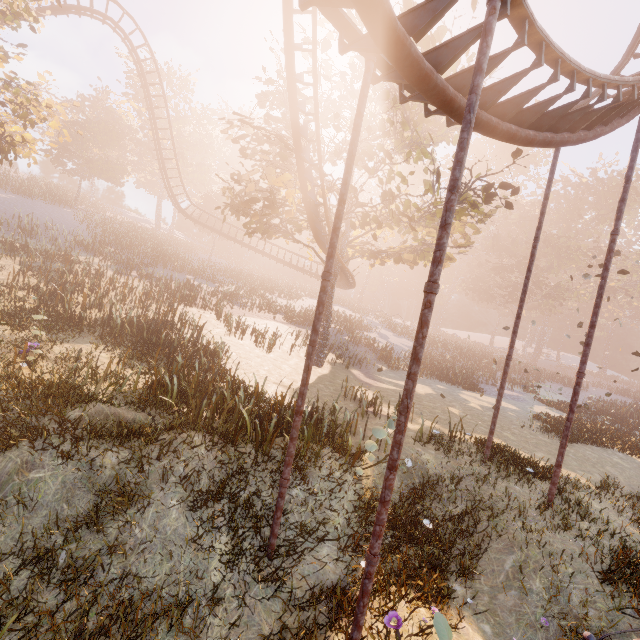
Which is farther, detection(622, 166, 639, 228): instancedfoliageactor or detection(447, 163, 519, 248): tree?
detection(622, 166, 639, 228): instancedfoliageactor

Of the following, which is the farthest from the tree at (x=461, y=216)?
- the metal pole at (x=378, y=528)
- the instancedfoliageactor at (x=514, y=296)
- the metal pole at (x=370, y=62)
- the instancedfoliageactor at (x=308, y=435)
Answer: the instancedfoliageactor at (x=514, y=296)

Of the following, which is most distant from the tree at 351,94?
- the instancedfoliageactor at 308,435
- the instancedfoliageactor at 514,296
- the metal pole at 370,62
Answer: the instancedfoliageactor at 514,296

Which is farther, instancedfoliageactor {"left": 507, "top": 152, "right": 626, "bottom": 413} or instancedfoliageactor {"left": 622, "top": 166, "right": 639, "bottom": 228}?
instancedfoliageactor {"left": 622, "top": 166, "right": 639, "bottom": 228}

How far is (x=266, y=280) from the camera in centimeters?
4712cm

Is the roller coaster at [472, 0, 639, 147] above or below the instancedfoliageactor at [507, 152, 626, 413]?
below

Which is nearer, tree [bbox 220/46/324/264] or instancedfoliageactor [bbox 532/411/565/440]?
tree [bbox 220/46/324/264]

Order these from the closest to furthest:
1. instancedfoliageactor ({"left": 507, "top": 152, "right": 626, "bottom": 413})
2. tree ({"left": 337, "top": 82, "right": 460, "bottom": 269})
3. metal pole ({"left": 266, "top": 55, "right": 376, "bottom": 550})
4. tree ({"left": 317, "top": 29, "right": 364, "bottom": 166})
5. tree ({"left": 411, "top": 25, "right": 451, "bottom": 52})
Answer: metal pole ({"left": 266, "top": 55, "right": 376, "bottom": 550})
tree ({"left": 411, "top": 25, "right": 451, "bottom": 52})
tree ({"left": 317, "top": 29, "right": 364, "bottom": 166})
tree ({"left": 337, "top": 82, "right": 460, "bottom": 269})
instancedfoliageactor ({"left": 507, "top": 152, "right": 626, "bottom": 413})
